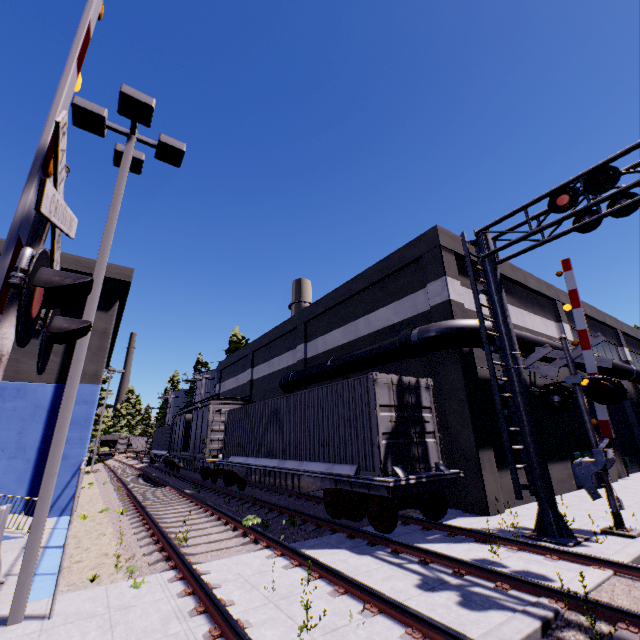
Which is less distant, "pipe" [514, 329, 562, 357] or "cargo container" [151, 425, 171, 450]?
"pipe" [514, 329, 562, 357]

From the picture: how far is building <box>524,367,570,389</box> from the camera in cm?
1480

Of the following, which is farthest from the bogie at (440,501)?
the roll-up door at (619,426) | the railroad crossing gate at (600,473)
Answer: the roll-up door at (619,426)

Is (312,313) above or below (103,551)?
above

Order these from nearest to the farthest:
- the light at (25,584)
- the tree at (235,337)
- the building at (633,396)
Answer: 1. the light at (25,584)
2. the building at (633,396)
3. the tree at (235,337)

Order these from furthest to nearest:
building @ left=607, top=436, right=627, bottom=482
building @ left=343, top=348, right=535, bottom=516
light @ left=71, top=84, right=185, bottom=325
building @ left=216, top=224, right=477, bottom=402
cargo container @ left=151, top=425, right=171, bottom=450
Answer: cargo container @ left=151, top=425, right=171, bottom=450
building @ left=607, top=436, right=627, bottom=482
building @ left=216, top=224, right=477, bottom=402
building @ left=343, top=348, right=535, bottom=516
light @ left=71, top=84, right=185, bottom=325

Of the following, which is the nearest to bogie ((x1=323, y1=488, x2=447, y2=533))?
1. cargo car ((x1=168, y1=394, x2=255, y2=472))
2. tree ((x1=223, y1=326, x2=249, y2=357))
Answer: cargo car ((x1=168, y1=394, x2=255, y2=472))

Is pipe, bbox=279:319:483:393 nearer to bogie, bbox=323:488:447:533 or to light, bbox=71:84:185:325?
bogie, bbox=323:488:447:533
